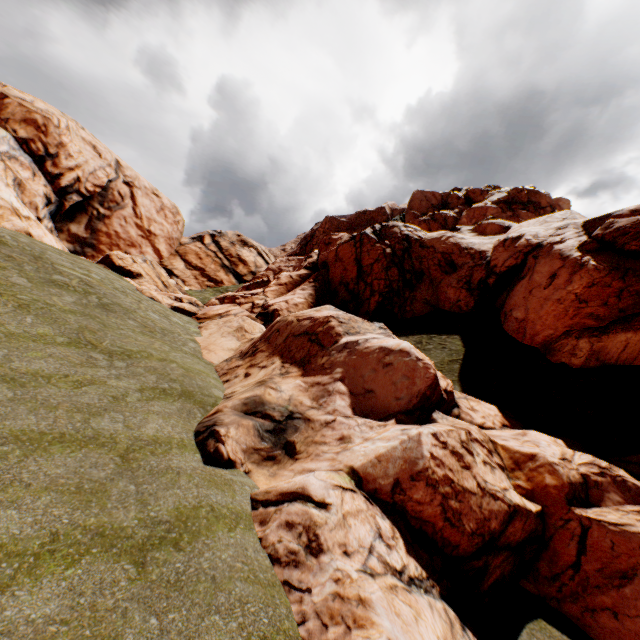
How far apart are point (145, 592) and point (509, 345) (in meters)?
24.57
